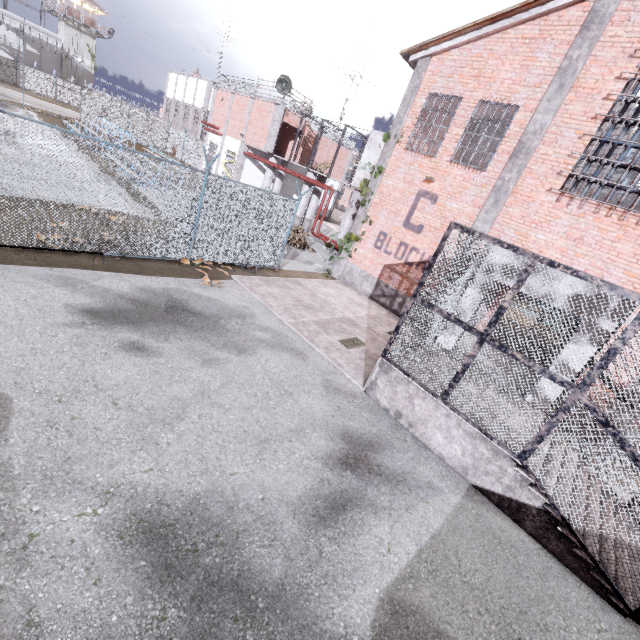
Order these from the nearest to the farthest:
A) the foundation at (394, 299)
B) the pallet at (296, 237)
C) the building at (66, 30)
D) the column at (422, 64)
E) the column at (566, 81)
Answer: the column at (566, 81)
the column at (422, 64)
the foundation at (394, 299)
the pallet at (296, 237)
the building at (66, 30)

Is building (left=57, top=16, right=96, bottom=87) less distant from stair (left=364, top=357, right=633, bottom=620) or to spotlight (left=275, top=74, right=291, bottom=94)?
spotlight (left=275, top=74, right=291, bottom=94)

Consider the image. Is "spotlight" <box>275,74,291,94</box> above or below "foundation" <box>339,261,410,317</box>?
above

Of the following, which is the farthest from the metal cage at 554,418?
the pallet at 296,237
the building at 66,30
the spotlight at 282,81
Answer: the building at 66,30

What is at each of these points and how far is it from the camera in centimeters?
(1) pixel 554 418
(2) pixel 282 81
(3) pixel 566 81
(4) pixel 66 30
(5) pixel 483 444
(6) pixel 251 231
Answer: (1) metal cage, 496cm
(2) spotlight, 2111cm
(3) column, 923cm
(4) building, 4775cm
(5) stair, 573cm
(6) fence, 1123cm

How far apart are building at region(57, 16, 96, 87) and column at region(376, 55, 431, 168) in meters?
63.9

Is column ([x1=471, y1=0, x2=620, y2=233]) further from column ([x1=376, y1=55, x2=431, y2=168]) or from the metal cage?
column ([x1=376, y1=55, x2=431, y2=168])

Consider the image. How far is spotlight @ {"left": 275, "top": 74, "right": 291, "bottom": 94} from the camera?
20.61m
